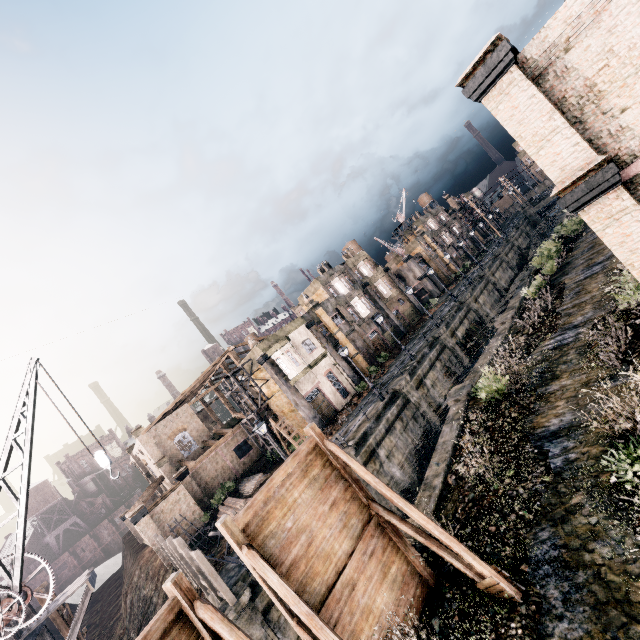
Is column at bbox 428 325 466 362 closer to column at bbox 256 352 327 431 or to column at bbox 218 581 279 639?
column at bbox 256 352 327 431

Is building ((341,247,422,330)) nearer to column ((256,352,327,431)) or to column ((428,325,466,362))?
column ((428,325,466,362))

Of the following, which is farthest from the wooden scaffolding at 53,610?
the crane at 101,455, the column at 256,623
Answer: the column at 256,623

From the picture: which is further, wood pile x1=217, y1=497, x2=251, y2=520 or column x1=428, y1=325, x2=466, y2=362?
column x1=428, y1=325, x2=466, y2=362

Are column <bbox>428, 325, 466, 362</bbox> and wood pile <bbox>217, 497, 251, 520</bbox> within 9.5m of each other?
no

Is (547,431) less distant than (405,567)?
No

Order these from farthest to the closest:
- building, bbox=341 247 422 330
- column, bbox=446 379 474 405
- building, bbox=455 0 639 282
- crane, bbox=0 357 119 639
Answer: building, bbox=341 247 422 330 < column, bbox=446 379 474 405 < crane, bbox=0 357 119 639 < building, bbox=455 0 639 282

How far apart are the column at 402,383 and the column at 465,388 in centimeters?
682cm
